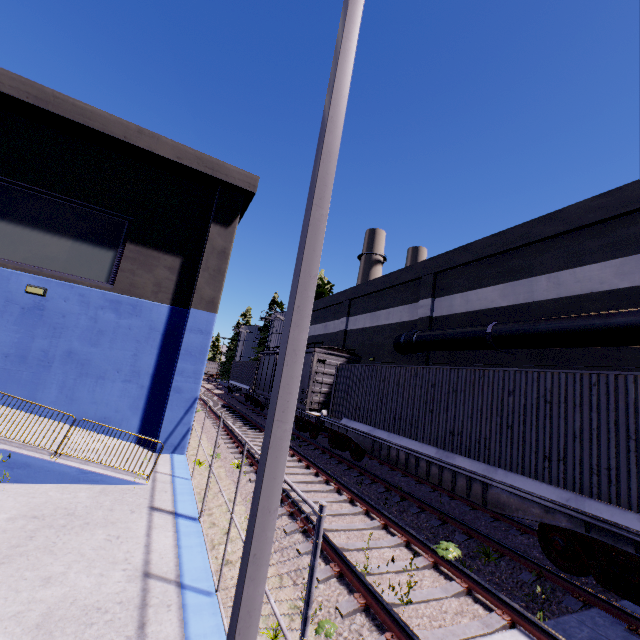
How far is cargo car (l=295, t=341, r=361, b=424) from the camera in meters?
17.2 m

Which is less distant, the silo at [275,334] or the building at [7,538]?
the building at [7,538]

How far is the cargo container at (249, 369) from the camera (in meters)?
29.59

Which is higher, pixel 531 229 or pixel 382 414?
pixel 531 229

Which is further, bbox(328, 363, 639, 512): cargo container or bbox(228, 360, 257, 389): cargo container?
bbox(228, 360, 257, 389): cargo container

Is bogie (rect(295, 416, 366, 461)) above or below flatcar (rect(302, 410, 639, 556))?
below

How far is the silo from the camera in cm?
4394

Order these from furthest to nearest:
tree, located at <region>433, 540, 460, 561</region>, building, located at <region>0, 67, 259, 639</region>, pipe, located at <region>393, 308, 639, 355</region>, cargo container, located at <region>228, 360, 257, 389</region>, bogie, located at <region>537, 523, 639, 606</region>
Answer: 1. cargo container, located at <region>228, 360, 257, 389</region>
2. pipe, located at <region>393, 308, 639, 355</region>
3. tree, located at <region>433, 540, 460, 561</region>
4. bogie, located at <region>537, 523, 639, 606</region>
5. building, located at <region>0, 67, 259, 639</region>
